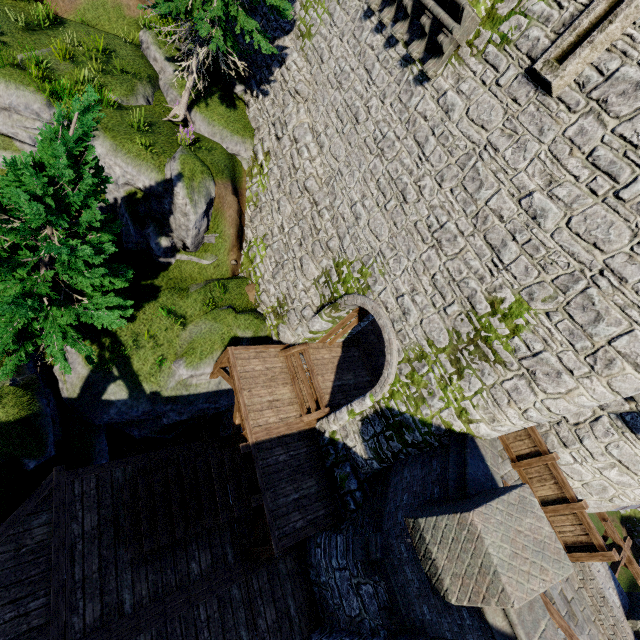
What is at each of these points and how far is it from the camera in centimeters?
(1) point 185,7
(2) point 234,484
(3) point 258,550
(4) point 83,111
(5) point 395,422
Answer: (1) tree, 954cm
(2) stairs, 905cm
(3) wooden support, 902cm
(4) tree, 540cm
(5) building tower, 877cm

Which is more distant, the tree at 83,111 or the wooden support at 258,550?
the wooden support at 258,550

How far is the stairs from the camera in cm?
842

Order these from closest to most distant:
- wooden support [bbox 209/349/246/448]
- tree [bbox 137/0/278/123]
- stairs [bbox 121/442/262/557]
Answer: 1. stairs [bbox 121/442/262/557]
2. tree [bbox 137/0/278/123]
3. wooden support [bbox 209/349/246/448]

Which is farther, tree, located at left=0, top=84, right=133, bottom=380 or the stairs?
the stairs

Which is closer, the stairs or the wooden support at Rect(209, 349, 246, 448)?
the stairs

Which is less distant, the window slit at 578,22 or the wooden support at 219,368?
the window slit at 578,22

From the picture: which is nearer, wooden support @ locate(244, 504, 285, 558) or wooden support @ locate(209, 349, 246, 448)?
wooden support @ locate(244, 504, 285, 558)
